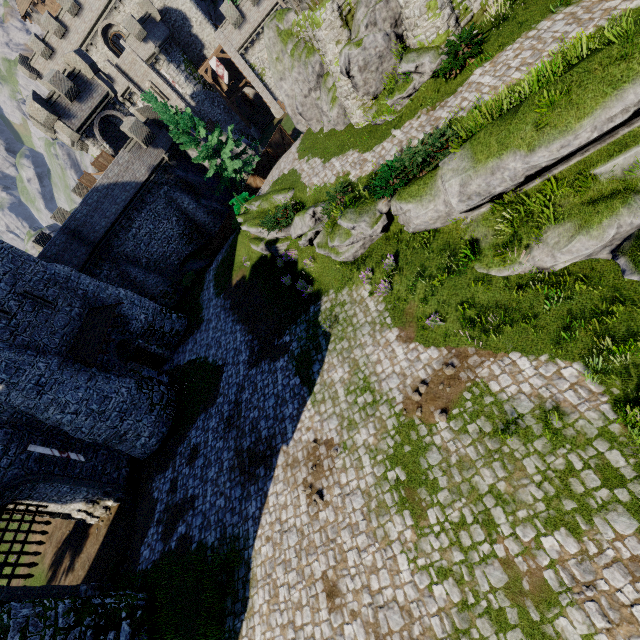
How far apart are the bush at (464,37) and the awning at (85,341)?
22.6m

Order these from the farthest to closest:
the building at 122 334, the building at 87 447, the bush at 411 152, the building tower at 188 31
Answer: the building tower at 188 31
the building at 122 334
the building at 87 447
the bush at 411 152

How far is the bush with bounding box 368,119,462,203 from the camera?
11.3m

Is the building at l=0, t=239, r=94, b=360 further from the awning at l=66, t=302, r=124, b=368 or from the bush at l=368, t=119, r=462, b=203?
the bush at l=368, t=119, r=462, b=203

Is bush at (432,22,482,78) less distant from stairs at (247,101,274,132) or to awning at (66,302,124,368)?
awning at (66,302,124,368)

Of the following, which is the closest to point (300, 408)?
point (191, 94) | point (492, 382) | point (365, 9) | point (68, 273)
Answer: point (492, 382)

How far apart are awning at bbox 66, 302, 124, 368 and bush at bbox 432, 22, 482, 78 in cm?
2258

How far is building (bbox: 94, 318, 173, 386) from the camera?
20.81m
